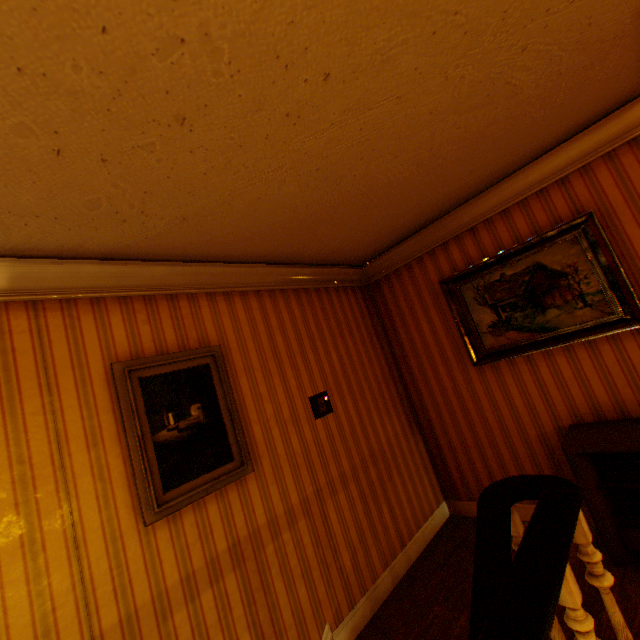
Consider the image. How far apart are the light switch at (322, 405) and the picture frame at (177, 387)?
0.7m

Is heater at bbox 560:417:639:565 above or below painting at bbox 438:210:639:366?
below

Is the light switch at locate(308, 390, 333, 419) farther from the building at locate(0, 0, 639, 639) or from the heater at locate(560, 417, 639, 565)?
the heater at locate(560, 417, 639, 565)

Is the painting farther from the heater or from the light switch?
the light switch

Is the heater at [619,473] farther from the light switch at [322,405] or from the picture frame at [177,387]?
the picture frame at [177,387]

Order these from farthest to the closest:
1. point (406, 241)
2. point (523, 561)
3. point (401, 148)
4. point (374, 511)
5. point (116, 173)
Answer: point (406, 241) < point (374, 511) < point (401, 148) < point (116, 173) < point (523, 561)

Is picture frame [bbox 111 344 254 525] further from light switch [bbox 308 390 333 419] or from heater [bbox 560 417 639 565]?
heater [bbox 560 417 639 565]
